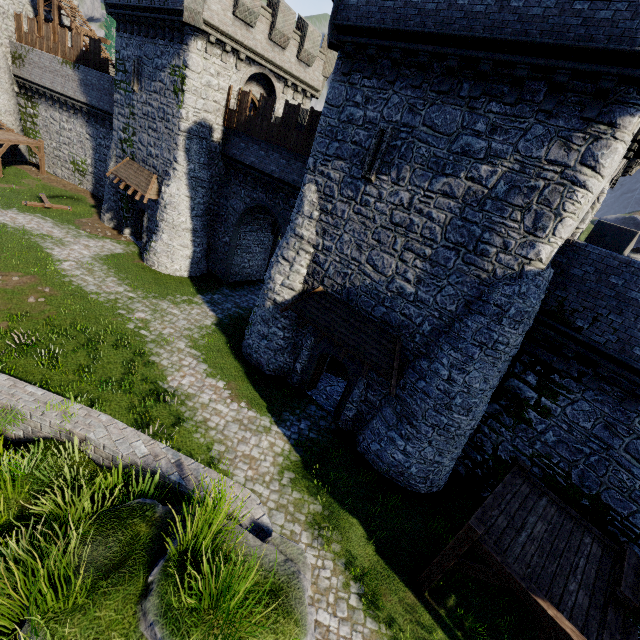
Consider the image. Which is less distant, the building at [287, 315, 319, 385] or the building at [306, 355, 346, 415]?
the building at [287, 315, 319, 385]

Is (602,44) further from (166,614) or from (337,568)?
(337,568)

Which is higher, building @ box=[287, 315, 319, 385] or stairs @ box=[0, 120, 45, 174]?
stairs @ box=[0, 120, 45, 174]

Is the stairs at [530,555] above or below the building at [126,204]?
above

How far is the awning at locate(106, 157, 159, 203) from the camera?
21.1m

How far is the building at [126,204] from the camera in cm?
2267

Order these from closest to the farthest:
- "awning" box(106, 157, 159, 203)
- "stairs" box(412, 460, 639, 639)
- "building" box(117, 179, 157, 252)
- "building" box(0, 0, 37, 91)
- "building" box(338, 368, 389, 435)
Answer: "stairs" box(412, 460, 639, 639) → "building" box(338, 368, 389, 435) → "awning" box(106, 157, 159, 203) → "building" box(117, 179, 157, 252) → "building" box(0, 0, 37, 91)
